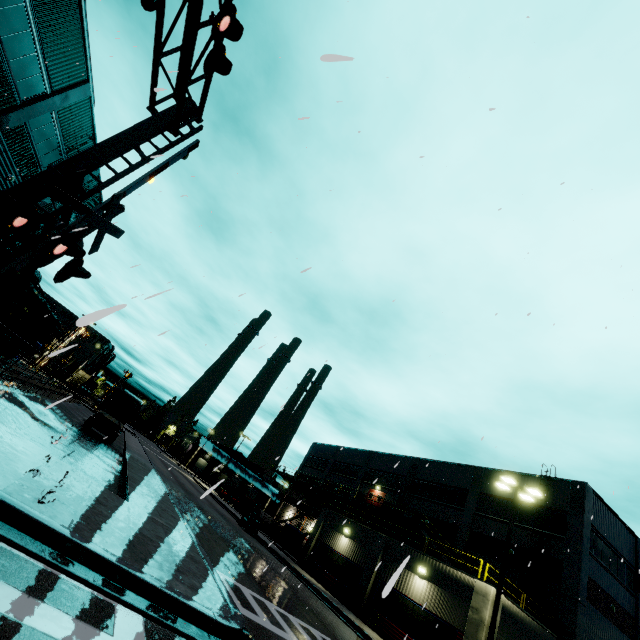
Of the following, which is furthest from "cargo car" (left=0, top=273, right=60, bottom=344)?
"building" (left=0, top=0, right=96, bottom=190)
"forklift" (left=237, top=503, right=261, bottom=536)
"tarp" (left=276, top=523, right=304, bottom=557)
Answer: "forklift" (left=237, top=503, right=261, bottom=536)

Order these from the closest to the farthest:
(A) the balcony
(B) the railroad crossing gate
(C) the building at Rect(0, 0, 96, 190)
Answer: (B) the railroad crossing gate → (C) the building at Rect(0, 0, 96, 190) → (A) the balcony

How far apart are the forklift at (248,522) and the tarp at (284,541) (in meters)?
3.28

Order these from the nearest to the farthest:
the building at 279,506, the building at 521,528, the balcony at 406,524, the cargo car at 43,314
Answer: the cargo car at 43,314 < the balcony at 406,524 < the building at 521,528 < the building at 279,506

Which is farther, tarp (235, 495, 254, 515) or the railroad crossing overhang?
tarp (235, 495, 254, 515)

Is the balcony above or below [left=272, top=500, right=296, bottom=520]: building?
above

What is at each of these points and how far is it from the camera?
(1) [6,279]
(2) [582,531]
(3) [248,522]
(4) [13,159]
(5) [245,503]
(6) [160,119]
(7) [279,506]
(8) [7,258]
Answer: (1) railroad crossing gate, 6.0 meters
(2) building, 21.7 meters
(3) forklift, 29.1 meters
(4) building, 19.2 meters
(5) tarp, 41.7 meters
(6) railroad crossing overhang, 8.5 meters
(7) building, 50.9 meters
(8) cargo car, 16.7 meters

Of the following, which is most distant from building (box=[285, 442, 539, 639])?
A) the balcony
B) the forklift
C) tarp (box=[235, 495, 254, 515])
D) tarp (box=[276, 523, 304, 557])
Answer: the forklift
